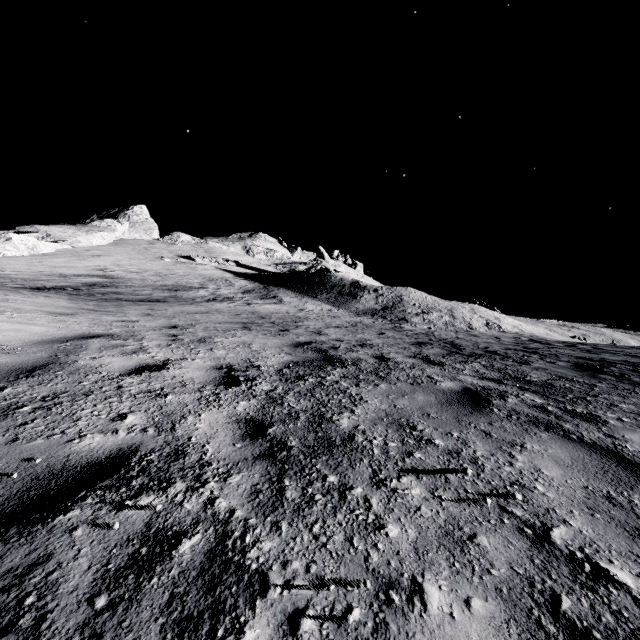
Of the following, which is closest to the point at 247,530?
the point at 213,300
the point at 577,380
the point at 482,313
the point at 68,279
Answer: the point at 577,380
